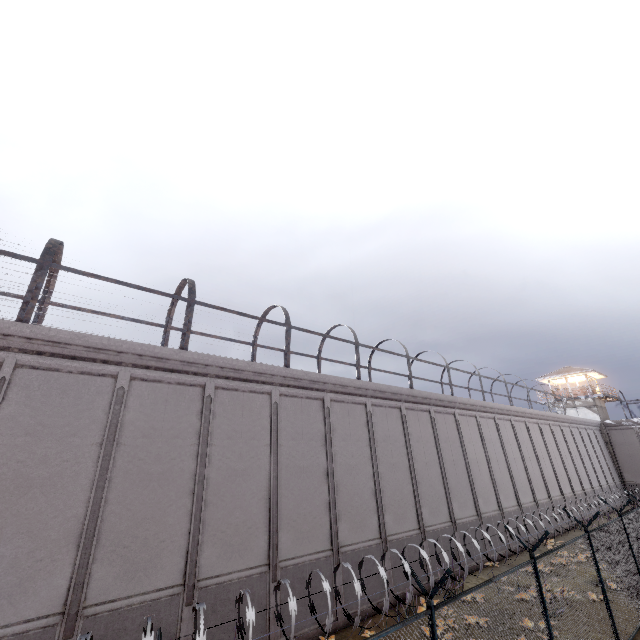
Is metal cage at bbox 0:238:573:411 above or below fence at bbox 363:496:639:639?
above

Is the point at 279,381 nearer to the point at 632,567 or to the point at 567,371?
the point at 632,567

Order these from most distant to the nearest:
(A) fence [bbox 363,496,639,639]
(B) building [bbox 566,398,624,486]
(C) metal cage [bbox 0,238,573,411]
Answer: (B) building [bbox 566,398,624,486] < (C) metal cage [bbox 0,238,573,411] < (A) fence [bbox 363,496,639,639]

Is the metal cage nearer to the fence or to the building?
the fence

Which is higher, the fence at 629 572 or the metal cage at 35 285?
the metal cage at 35 285

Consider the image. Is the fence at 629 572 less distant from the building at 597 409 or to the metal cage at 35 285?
the metal cage at 35 285

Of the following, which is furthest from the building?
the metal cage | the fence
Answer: the metal cage
